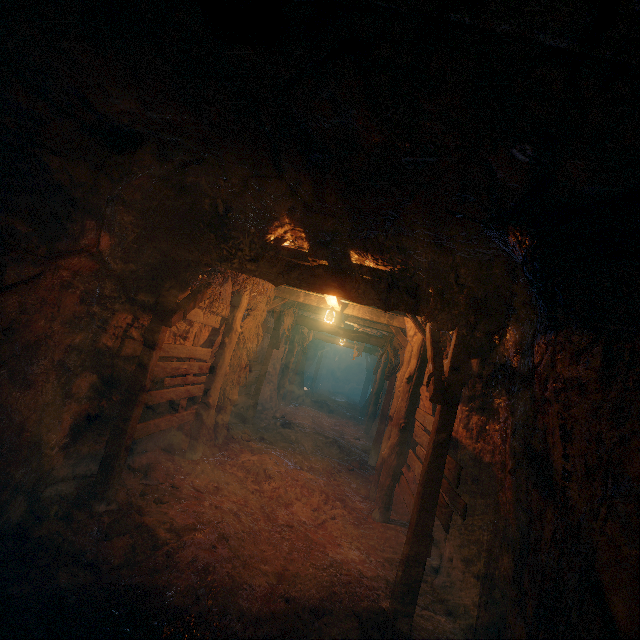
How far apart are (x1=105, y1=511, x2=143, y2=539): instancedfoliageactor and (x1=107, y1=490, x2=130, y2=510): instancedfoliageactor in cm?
42

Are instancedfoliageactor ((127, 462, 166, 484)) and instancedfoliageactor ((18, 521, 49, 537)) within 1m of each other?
no

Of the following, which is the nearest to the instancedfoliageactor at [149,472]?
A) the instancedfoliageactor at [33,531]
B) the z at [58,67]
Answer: the z at [58,67]

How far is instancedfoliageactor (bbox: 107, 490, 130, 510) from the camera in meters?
4.5

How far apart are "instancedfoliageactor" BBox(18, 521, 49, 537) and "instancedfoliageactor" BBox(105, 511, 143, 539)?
0.6 meters

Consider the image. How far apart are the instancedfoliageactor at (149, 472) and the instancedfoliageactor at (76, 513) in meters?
1.1 m

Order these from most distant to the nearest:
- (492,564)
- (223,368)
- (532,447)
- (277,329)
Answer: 1. (277,329)
2. (223,368)
3. (492,564)
4. (532,447)

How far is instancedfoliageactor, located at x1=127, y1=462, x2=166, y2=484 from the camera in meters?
5.4 m
